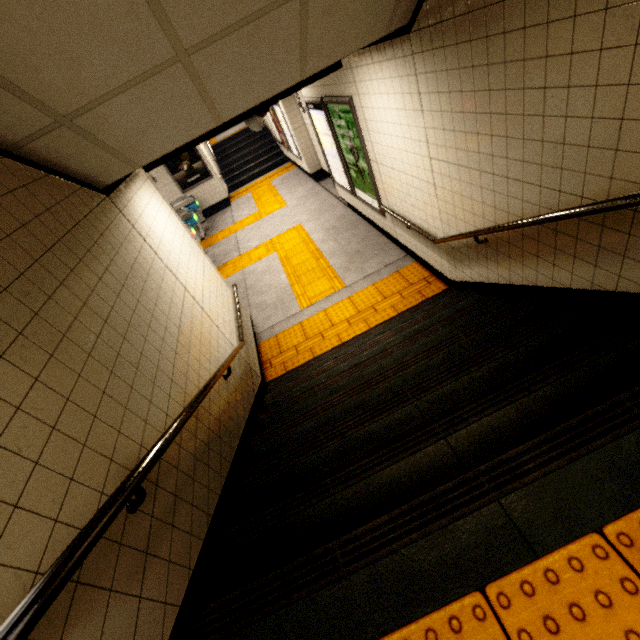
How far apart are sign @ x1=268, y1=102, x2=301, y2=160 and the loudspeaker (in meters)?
5.67

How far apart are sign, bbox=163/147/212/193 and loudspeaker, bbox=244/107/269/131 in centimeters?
783cm

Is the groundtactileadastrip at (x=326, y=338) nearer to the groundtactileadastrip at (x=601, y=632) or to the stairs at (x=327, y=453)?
the stairs at (x=327, y=453)

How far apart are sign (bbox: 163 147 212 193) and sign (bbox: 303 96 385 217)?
7.5 meters

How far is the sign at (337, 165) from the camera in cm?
468

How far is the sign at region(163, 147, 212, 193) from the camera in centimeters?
1105cm

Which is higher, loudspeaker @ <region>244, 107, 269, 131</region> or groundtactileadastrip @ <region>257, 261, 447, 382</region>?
loudspeaker @ <region>244, 107, 269, 131</region>

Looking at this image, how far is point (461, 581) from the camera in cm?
117
